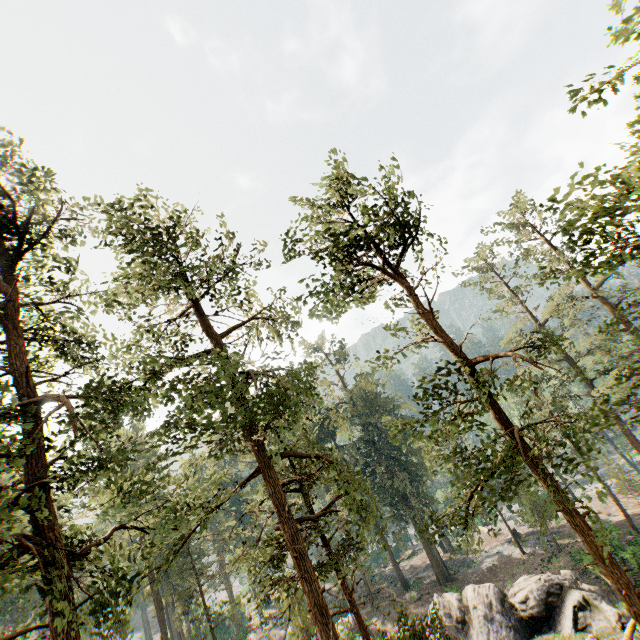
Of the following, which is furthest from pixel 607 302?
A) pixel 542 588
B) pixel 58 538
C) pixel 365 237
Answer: pixel 58 538

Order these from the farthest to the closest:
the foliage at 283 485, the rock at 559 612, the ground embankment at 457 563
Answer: the ground embankment at 457 563 → the rock at 559 612 → the foliage at 283 485

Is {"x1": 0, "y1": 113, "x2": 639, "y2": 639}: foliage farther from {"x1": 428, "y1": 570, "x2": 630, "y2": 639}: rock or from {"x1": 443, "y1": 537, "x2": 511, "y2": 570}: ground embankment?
{"x1": 428, "y1": 570, "x2": 630, "y2": 639}: rock

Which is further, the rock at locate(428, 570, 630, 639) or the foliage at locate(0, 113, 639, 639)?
the rock at locate(428, 570, 630, 639)

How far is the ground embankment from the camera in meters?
41.3

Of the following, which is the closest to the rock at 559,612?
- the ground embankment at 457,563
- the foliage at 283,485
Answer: the foliage at 283,485

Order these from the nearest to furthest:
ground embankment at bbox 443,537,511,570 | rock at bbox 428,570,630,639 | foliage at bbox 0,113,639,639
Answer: foliage at bbox 0,113,639,639 < rock at bbox 428,570,630,639 < ground embankment at bbox 443,537,511,570

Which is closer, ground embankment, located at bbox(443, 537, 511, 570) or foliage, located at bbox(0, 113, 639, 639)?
foliage, located at bbox(0, 113, 639, 639)
